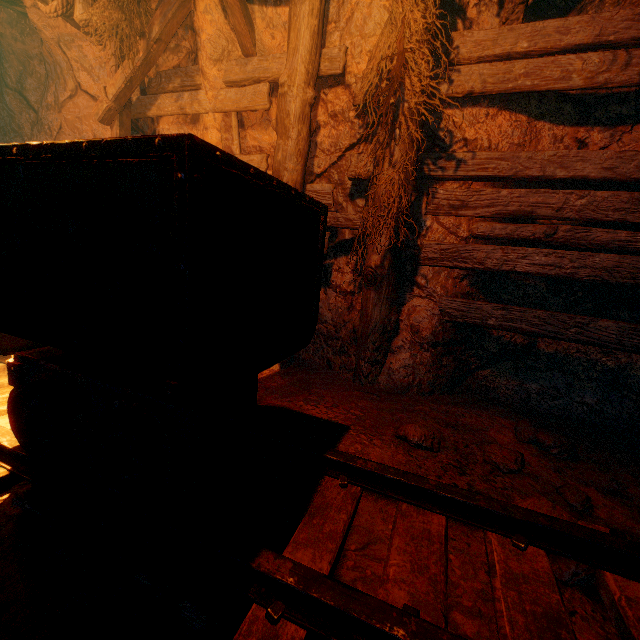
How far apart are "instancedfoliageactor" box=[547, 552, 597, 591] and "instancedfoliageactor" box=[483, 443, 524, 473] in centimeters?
38cm

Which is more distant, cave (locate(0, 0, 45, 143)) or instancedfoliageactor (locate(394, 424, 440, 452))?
cave (locate(0, 0, 45, 143))

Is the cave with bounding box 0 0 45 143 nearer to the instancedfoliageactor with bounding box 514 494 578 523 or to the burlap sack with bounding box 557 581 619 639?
→ the burlap sack with bounding box 557 581 619 639

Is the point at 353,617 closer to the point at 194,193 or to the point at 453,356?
the point at 194,193

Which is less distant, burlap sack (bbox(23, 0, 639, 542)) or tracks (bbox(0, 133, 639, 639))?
tracks (bbox(0, 133, 639, 639))

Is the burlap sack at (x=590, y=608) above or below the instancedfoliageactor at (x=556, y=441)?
below

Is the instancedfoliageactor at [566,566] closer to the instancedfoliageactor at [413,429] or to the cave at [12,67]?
the instancedfoliageactor at [413,429]
